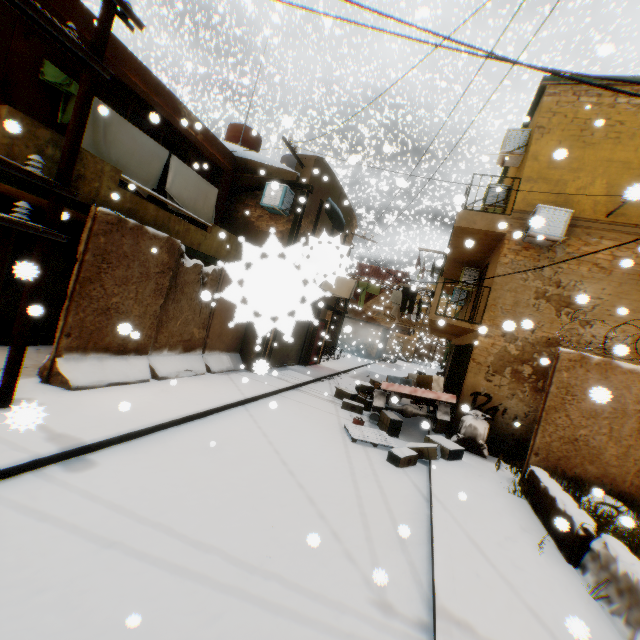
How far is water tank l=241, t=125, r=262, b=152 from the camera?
14.3m

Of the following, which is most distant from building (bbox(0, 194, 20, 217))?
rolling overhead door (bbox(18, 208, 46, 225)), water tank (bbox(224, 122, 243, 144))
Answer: water tank (bbox(224, 122, 243, 144))

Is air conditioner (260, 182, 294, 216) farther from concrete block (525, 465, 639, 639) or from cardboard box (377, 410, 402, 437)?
concrete block (525, 465, 639, 639)

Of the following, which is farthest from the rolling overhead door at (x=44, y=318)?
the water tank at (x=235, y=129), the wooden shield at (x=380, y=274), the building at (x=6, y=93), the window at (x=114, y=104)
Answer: the wooden shield at (x=380, y=274)

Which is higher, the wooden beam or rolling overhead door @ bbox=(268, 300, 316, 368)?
the wooden beam

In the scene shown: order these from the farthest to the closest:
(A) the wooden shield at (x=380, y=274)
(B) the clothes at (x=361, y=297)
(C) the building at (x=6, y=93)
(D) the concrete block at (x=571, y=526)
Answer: (A) the wooden shield at (x=380, y=274) < (B) the clothes at (x=361, y=297) < (C) the building at (x=6, y=93) < (D) the concrete block at (x=571, y=526)

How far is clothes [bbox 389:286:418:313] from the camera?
10.3 meters

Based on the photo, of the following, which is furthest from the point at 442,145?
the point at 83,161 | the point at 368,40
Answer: the point at 83,161
